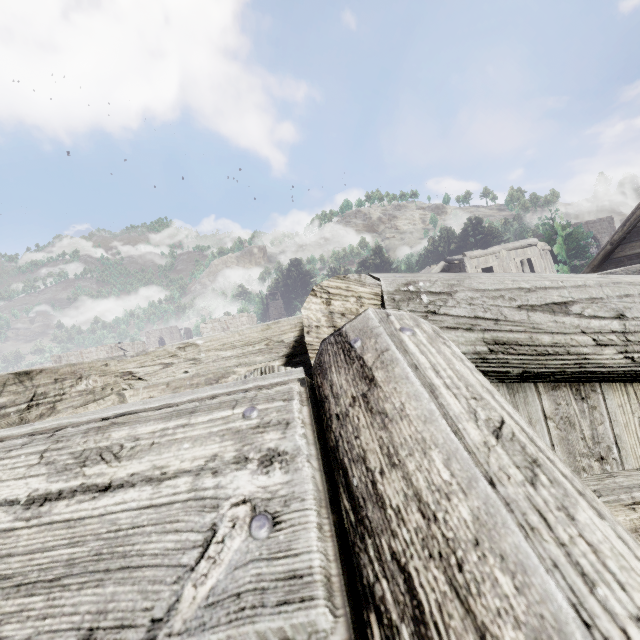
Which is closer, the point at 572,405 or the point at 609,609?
the point at 609,609
